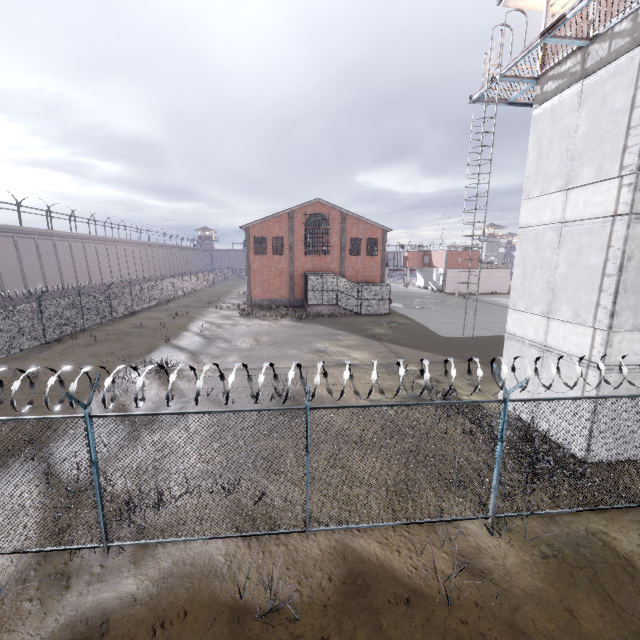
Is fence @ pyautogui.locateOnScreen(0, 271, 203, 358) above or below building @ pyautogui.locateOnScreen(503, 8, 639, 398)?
below

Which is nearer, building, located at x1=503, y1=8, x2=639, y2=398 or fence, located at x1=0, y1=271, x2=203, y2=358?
building, located at x1=503, y1=8, x2=639, y2=398

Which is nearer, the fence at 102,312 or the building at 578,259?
the building at 578,259

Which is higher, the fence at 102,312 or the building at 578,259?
the building at 578,259

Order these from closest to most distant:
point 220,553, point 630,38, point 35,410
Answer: point 220,553, point 630,38, point 35,410
